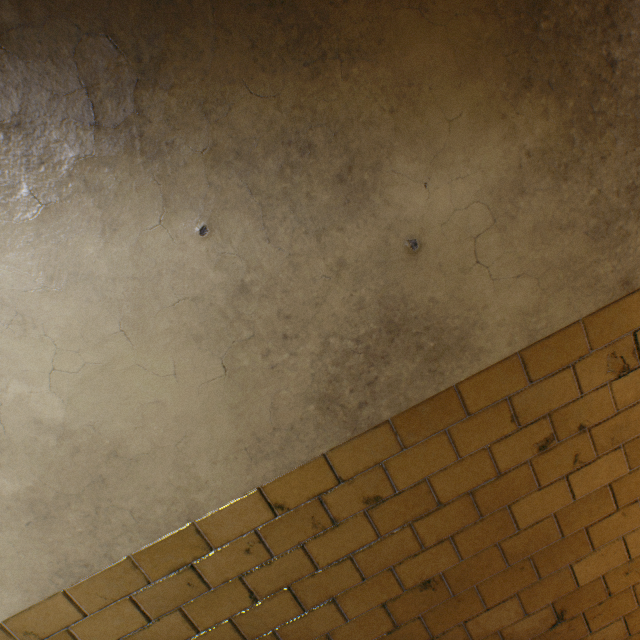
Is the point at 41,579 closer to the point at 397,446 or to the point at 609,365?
the point at 397,446
